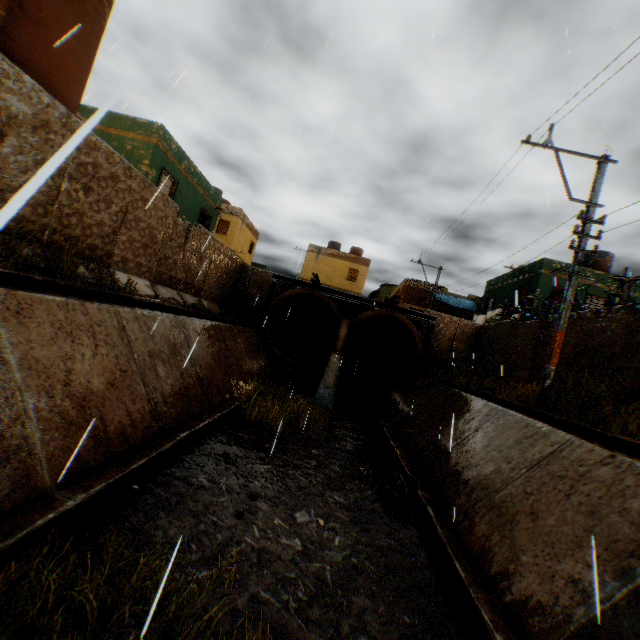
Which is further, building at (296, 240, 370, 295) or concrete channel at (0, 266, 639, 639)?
building at (296, 240, 370, 295)

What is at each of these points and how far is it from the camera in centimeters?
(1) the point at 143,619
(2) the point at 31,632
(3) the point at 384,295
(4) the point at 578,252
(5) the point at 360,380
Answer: (1) concrete channel, 286cm
(2) concrete channel, 247cm
(3) building, 4903cm
(4) electric pole, 874cm
(5) water pipe, 1526cm

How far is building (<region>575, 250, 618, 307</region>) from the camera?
17.8 meters

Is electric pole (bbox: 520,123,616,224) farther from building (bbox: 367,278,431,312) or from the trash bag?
building (bbox: 367,278,431,312)

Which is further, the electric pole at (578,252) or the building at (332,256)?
the building at (332,256)

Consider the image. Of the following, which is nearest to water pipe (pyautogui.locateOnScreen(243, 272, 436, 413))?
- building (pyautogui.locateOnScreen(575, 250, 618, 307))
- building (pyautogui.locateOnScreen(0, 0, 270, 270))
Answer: building (pyautogui.locateOnScreen(575, 250, 618, 307))

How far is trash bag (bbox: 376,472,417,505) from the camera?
6.27m

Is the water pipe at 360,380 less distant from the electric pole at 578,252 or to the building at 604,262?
the building at 604,262
